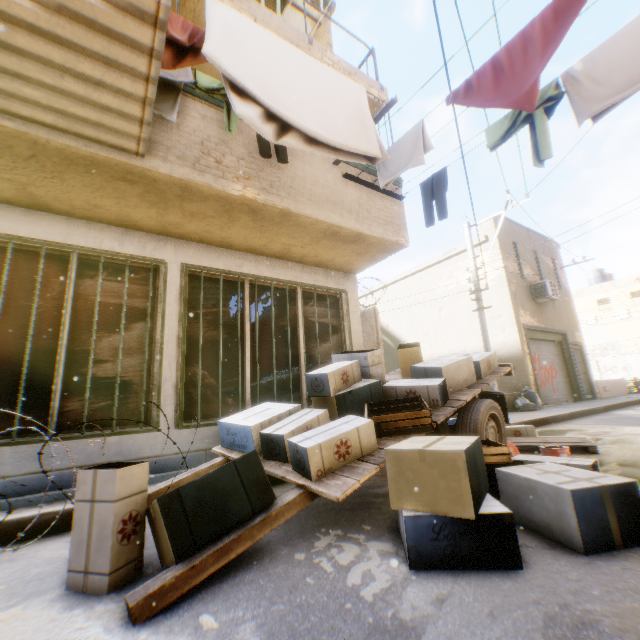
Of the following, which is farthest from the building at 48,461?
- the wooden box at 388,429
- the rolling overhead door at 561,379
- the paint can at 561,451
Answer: the wooden box at 388,429

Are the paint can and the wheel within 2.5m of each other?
yes

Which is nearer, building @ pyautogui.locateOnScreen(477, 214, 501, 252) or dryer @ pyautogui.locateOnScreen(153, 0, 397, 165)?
dryer @ pyautogui.locateOnScreen(153, 0, 397, 165)

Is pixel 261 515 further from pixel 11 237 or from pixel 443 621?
pixel 11 237

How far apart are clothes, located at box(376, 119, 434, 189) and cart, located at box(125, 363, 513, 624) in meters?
2.5

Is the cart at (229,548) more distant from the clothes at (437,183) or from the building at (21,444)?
the clothes at (437,183)

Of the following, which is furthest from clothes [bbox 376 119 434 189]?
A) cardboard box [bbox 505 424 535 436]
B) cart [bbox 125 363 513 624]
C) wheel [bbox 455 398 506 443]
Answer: cardboard box [bbox 505 424 535 436]

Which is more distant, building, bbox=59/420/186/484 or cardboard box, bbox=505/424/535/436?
cardboard box, bbox=505/424/535/436
